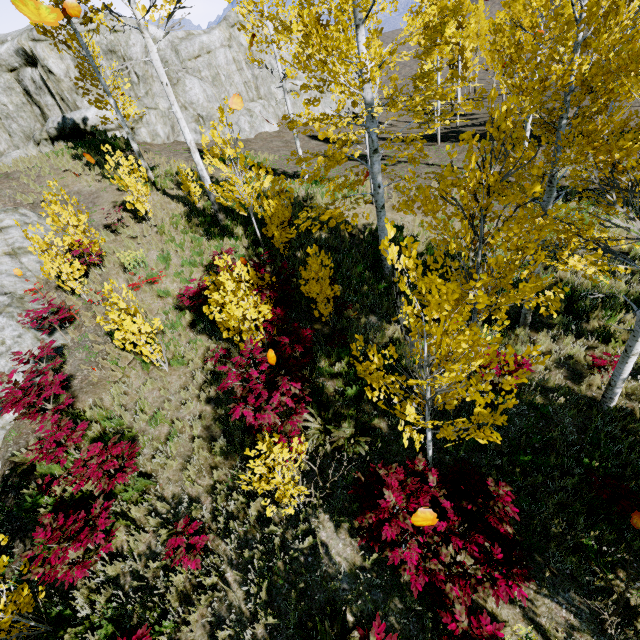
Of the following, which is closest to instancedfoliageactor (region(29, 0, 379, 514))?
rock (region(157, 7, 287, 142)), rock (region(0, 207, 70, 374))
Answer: rock (region(0, 207, 70, 374))

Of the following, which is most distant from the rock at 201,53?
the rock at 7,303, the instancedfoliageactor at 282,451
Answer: the instancedfoliageactor at 282,451

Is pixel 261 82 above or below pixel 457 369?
above

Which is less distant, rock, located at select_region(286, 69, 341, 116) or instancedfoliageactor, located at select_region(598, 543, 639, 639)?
instancedfoliageactor, located at select_region(598, 543, 639, 639)

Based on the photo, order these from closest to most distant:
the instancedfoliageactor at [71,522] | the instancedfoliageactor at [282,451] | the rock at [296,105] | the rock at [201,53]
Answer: the instancedfoliageactor at [71,522] → the instancedfoliageactor at [282,451] → the rock at [201,53] → the rock at [296,105]

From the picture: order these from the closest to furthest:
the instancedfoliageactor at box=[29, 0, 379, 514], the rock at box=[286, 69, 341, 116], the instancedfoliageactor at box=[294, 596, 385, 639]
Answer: the instancedfoliageactor at box=[294, 596, 385, 639] < the instancedfoliageactor at box=[29, 0, 379, 514] < the rock at box=[286, 69, 341, 116]

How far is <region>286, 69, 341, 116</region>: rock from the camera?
29.47m
